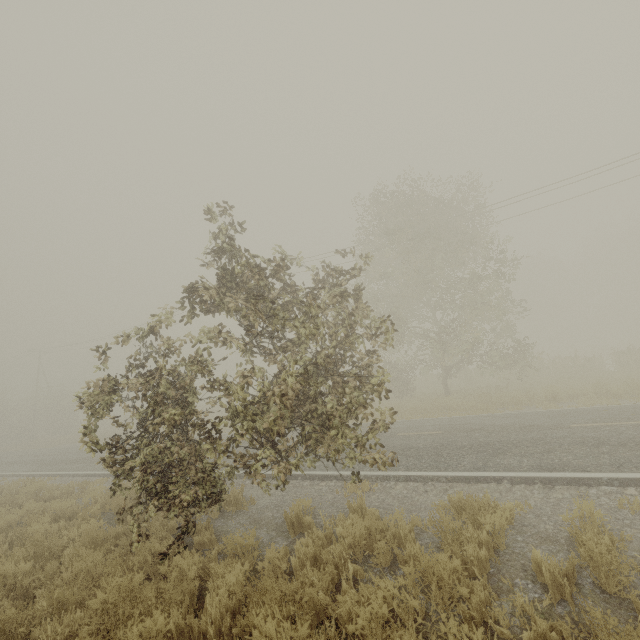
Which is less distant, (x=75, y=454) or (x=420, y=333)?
(x=75, y=454)
